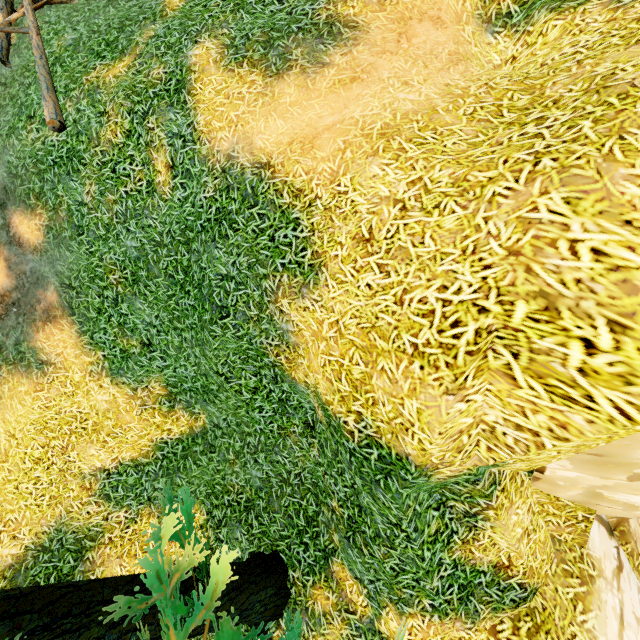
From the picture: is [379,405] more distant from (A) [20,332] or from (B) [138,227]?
(A) [20,332]

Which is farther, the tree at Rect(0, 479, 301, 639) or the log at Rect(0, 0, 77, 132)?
the log at Rect(0, 0, 77, 132)

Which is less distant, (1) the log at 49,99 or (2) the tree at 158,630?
(2) the tree at 158,630

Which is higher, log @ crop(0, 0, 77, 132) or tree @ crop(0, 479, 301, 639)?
log @ crop(0, 0, 77, 132)

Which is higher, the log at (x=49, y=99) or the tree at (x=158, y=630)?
the log at (x=49, y=99)
